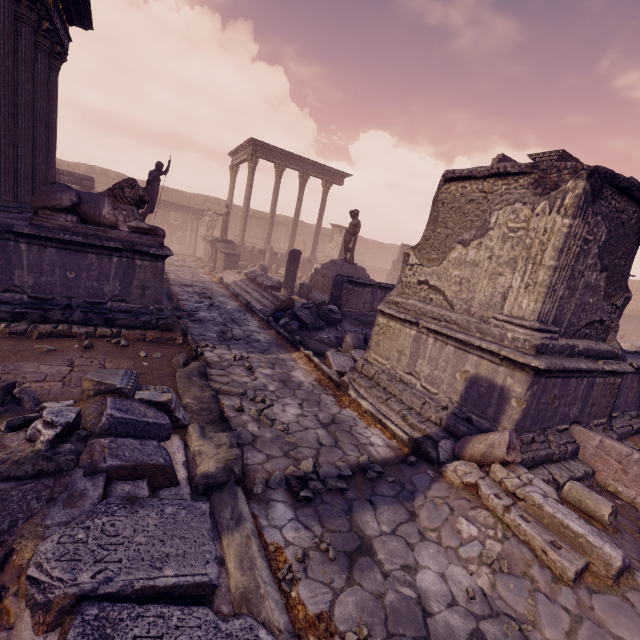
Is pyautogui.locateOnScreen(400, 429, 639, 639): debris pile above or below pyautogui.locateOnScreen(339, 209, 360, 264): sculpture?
below

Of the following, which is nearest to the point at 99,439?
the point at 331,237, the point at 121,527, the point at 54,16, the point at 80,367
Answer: the point at 121,527

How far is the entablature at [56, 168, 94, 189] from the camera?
14.59m

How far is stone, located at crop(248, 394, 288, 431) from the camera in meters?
4.2

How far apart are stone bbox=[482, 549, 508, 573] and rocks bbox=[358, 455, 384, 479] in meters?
1.0 m

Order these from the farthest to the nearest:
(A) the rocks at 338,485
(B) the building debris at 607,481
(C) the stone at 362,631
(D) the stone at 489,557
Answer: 1. (B) the building debris at 607,481
2. (A) the rocks at 338,485
3. (D) the stone at 489,557
4. (C) the stone at 362,631

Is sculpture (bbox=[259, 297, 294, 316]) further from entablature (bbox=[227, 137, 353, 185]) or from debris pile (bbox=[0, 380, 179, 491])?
entablature (bbox=[227, 137, 353, 185])

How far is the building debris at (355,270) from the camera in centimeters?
1152cm
